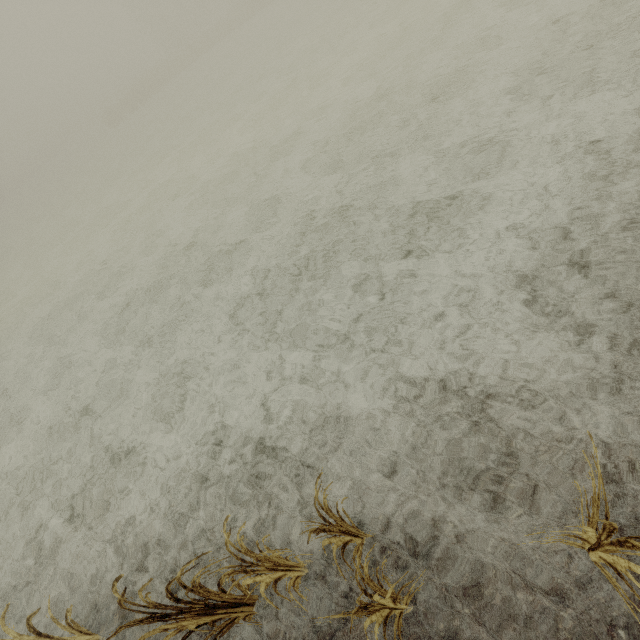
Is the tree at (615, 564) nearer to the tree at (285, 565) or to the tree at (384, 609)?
the tree at (285, 565)

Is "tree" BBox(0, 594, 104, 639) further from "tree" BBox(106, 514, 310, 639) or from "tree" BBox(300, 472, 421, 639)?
"tree" BBox(300, 472, 421, 639)

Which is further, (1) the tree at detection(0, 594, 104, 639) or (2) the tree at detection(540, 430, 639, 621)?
(1) the tree at detection(0, 594, 104, 639)

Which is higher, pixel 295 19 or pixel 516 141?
pixel 516 141

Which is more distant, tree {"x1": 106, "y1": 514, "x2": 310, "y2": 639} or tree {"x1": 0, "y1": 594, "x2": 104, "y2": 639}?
tree {"x1": 0, "y1": 594, "x2": 104, "y2": 639}

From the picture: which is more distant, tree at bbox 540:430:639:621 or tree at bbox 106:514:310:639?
tree at bbox 106:514:310:639

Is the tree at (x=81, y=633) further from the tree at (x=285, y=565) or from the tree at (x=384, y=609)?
the tree at (x=384, y=609)
